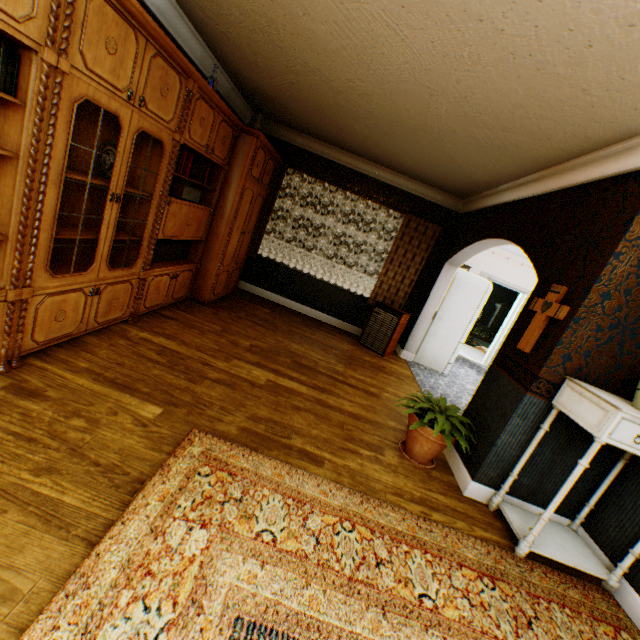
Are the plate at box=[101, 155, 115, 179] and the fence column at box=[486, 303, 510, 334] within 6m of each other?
no

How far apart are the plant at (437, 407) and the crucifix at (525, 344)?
0.8m

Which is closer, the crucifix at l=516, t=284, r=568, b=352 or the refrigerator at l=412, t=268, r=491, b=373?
the crucifix at l=516, t=284, r=568, b=352

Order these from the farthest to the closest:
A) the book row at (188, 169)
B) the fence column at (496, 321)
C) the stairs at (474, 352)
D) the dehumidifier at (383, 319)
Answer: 1. the fence column at (496, 321)
2. the stairs at (474, 352)
3. the dehumidifier at (383, 319)
4. the book row at (188, 169)

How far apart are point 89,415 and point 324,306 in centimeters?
499cm

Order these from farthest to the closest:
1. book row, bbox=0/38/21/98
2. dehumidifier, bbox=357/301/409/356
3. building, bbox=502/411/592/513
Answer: dehumidifier, bbox=357/301/409/356
building, bbox=502/411/592/513
book row, bbox=0/38/21/98

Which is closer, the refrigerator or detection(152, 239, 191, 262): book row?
detection(152, 239, 191, 262): book row

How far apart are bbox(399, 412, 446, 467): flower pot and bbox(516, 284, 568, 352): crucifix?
0.98m
